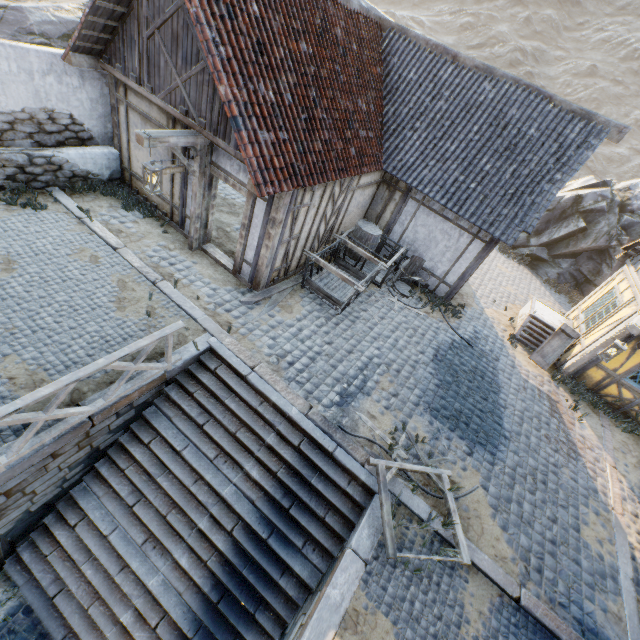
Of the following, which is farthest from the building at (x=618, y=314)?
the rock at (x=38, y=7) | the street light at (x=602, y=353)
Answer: the rock at (x=38, y=7)

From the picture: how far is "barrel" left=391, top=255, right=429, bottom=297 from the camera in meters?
10.3 m

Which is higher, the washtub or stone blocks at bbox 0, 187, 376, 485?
the washtub

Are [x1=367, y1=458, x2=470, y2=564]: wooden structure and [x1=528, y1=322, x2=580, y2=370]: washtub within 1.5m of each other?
no

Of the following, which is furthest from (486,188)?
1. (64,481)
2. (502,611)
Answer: (64,481)

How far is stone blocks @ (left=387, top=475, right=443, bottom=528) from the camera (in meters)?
5.72

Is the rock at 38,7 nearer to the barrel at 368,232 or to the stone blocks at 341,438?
the stone blocks at 341,438

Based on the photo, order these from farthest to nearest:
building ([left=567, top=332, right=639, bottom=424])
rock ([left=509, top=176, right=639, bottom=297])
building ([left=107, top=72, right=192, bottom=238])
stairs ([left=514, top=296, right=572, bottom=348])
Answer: rock ([left=509, top=176, right=639, bottom=297])
stairs ([left=514, top=296, right=572, bottom=348])
building ([left=567, top=332, right=639, bottom=424])
building ([left=107, top=72, right=192, bottom=238])
